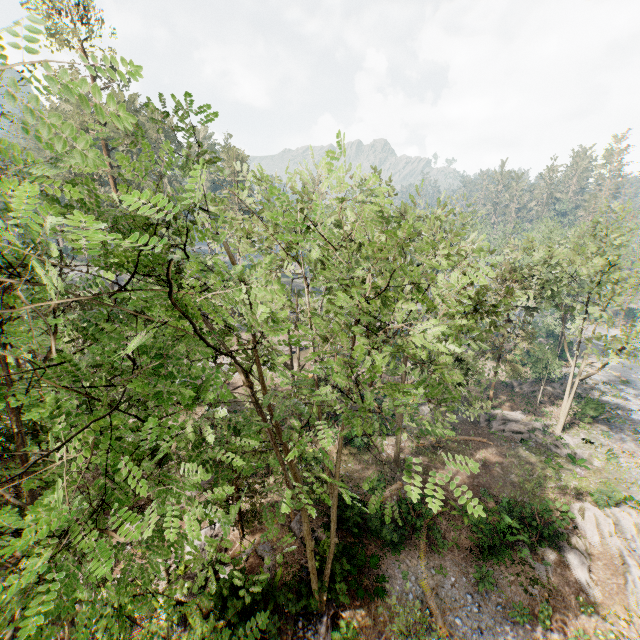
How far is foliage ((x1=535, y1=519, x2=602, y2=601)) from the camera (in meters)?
17.19

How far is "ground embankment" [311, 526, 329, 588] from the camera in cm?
1523

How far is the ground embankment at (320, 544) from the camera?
15.23m

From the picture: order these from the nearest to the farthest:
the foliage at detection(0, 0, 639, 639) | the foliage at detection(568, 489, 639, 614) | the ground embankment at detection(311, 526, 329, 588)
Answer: the foliage at detection(0, 0, 639, 639)
the ground embankment at detection(311, 526, 329, 588)
the foliage at detection(568, 489, 639, 614)

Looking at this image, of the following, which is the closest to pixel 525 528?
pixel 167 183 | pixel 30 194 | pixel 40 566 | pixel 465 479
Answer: pixel 465 479

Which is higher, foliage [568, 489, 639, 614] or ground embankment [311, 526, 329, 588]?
ground embankment [311, 526, 329, 588]

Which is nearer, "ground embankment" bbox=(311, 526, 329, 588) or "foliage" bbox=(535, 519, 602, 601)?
A: "ground embankment" bbox=(311, 526, 329, 588)

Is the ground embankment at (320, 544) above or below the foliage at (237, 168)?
below
